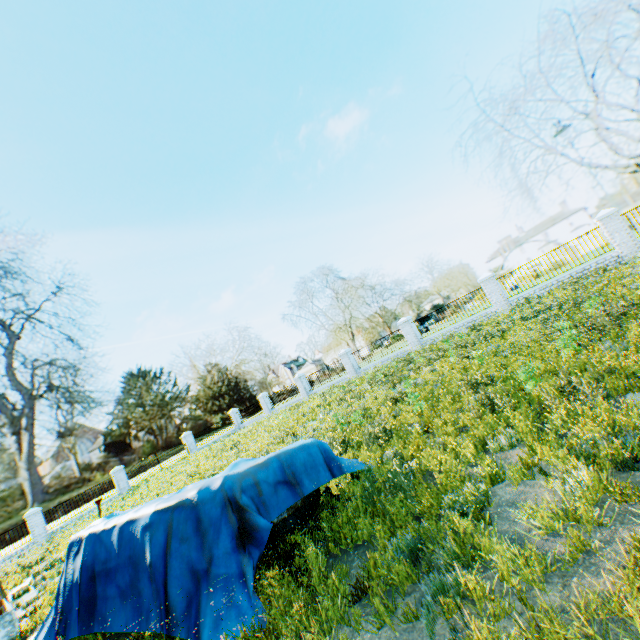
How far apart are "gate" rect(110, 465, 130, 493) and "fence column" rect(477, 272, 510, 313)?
29.36m

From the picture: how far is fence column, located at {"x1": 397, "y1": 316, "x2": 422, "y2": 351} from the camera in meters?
21.0 m

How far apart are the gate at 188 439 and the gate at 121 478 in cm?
482

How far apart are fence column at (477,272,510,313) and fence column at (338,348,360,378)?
10.3 meters

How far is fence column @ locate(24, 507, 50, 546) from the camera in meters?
21.0

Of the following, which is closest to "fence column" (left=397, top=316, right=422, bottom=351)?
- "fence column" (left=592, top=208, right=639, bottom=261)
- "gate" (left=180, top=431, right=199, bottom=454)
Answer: "fence column" (left=592, top=208, right=639, bottom=261)

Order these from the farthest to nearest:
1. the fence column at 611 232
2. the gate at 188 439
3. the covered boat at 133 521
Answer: the gate at 188 439, the fence column at 611 232, the covered boat at 133 521

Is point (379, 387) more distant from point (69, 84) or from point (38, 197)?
point (38, 197)
